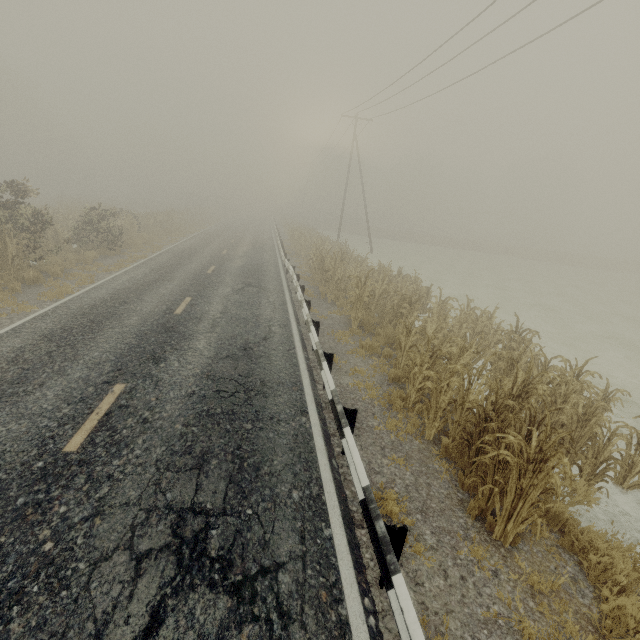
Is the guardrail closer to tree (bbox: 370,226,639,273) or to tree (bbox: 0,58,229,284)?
tree (bbox: 0,58,229,284)

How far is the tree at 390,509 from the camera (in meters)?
4.34

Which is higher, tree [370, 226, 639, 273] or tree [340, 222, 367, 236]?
tree [340, 222, 367, 236]

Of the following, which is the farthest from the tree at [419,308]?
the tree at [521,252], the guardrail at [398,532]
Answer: the tree at [521,252]

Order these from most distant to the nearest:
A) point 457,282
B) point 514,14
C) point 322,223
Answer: point 322,223 < point 457,282 < point 514,14

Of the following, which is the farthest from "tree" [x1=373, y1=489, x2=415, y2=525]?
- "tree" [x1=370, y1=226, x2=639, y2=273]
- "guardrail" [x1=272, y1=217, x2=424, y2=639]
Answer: "tree" [x1=370, y1=226, x2=639, y2=273]

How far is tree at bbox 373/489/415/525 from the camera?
4.3m
